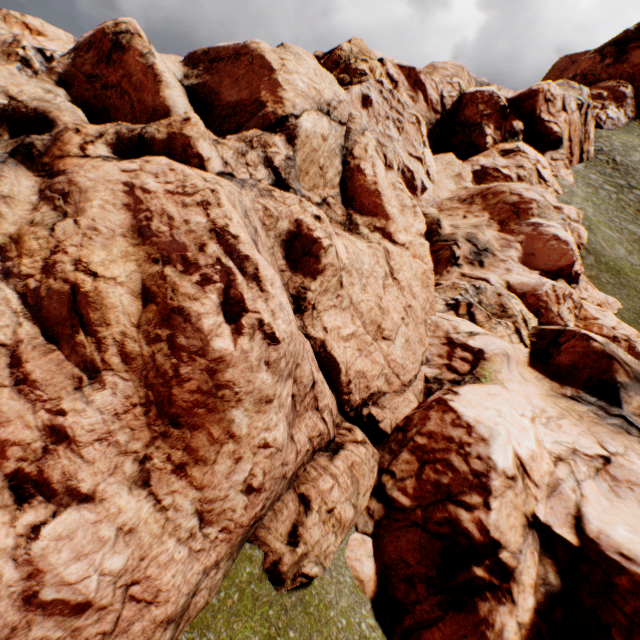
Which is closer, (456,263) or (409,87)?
(456,263)
